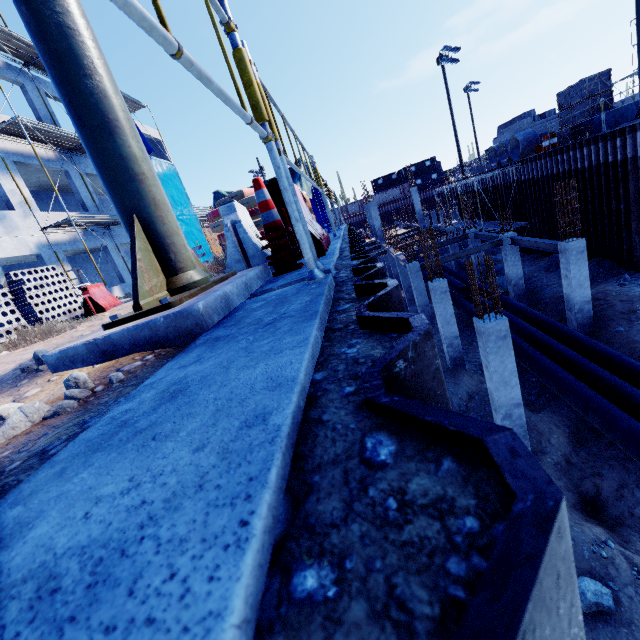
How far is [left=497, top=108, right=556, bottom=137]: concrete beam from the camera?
26.2 meters

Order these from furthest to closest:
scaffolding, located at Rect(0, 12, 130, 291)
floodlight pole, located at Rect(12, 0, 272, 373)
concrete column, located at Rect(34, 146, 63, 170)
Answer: concrete column, located at Rect(34, 146, 63, 170)
scaffolding, located at Rect(0, 12, 130, 291)
floodlight pole, located at Rect(12, 0, 272, 373)

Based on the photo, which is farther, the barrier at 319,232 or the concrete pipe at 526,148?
the concrete pipe at 526,148

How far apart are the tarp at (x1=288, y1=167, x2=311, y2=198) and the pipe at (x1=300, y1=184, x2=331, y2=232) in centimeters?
1cm

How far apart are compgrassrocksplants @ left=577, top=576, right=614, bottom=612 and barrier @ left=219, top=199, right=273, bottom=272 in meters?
7.9

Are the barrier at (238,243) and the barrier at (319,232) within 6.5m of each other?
yes

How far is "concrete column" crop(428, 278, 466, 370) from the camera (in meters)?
12.68

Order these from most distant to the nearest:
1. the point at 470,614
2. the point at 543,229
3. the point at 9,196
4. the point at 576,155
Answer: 1. the point at 543,229
2. the point at 576,155
3. the point at 9,196
4. the point at 470,614
